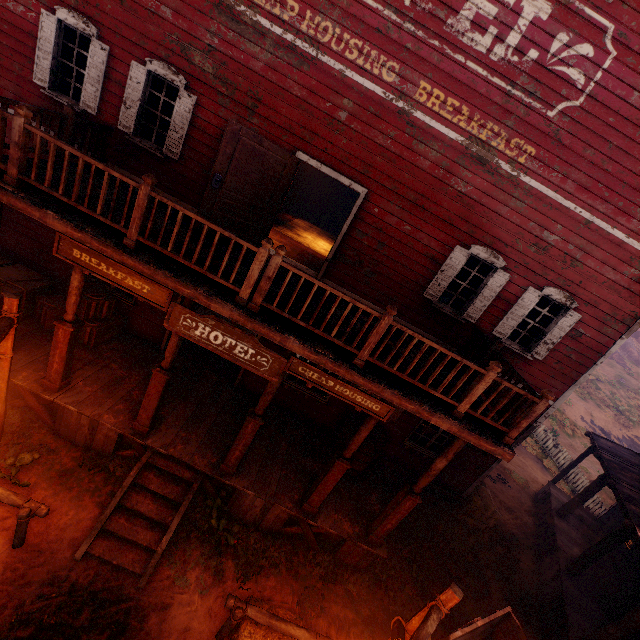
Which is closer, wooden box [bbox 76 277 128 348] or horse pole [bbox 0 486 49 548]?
horse pole [bbox 0 486 49 548]

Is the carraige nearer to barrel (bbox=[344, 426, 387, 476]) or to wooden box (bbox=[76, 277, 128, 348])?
barrel (bbox=[344, 426, 387, 476])

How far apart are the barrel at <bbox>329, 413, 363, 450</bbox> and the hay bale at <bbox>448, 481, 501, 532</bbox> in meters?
3.6

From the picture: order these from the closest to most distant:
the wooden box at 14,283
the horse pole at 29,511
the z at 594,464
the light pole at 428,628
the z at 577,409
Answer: the light pole at 428,628, the horse pole at 29,511, the wooden box at 14,283, the z at 594,464, the z at 577,409

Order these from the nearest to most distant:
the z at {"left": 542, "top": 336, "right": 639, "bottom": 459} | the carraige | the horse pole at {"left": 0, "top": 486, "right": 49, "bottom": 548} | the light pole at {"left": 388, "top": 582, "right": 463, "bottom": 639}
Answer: the light pole at {"left": 388, "top": 582, "right": 463, "bottom": 639} → the horse pole at {"left": 0, "top": 486, "right": 49, "bottom": 548} → the carraige → the z at {"left": 542, "top": 336, "right": 639, "bottom": 459}

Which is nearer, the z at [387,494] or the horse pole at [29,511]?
the horse pole at [29,511]

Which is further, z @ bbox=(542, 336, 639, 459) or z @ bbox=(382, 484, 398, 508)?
z @ bbox=(542, 336, 639, 459)

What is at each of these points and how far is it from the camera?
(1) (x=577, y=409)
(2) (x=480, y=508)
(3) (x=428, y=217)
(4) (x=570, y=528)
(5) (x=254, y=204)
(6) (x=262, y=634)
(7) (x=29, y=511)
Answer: (1) z, 25.45m
(2) hay bale, 10.05m
(3) building, 7.21m
(4) building, 11.35m
(5) bp, 7.07m
(6) hay bale, 5.30m
(7) horse pole, 4.89m
